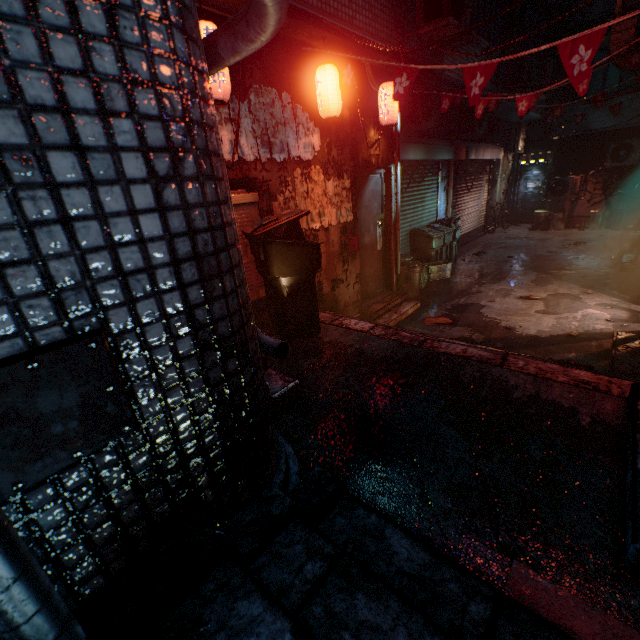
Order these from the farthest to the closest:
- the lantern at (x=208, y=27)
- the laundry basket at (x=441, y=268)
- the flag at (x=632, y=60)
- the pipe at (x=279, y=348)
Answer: the laundry basket at (x=441, y=268) → the flag at (x=632, y=60) → the lantern at (x=208, y=27) → the pipe at (x=279, y=348)

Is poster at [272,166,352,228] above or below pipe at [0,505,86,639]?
above

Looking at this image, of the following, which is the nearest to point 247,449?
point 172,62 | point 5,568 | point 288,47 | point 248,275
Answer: point 5,568

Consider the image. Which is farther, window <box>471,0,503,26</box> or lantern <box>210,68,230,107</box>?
window <box>471,0,503,26</box>

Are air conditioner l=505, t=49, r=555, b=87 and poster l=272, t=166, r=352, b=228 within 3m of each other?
no

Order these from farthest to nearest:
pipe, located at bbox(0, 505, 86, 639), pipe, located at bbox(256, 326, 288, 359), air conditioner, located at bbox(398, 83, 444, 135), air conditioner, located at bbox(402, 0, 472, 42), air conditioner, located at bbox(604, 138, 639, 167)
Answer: air conditioner, located at bbox(604, 138, 639, 167), air conditioner, located at bbox(398, 83, 444, 135), air conditioner, located at bbox(402, 0, 472, 42), pipe, located at bbox(256, 326, 288, 359), pipe, located at bbox(0, 505, 86, 639)

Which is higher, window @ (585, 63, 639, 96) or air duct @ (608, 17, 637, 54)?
window @ (585, 63, 639, 96)

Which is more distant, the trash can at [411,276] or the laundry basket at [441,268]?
the laundry basket at [441,268]
